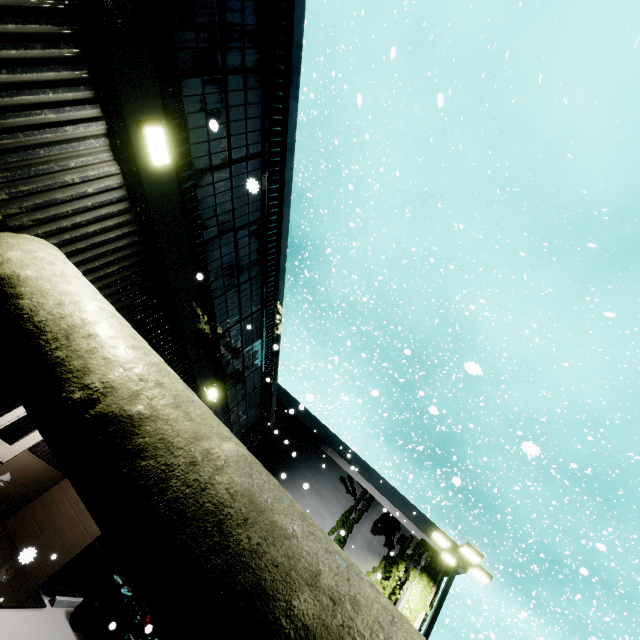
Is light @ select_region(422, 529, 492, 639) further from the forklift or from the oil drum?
the oil drum

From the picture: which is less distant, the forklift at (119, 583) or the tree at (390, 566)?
the forklift at (119, 583)

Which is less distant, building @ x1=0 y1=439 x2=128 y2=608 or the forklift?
building @ x1=0 y1=439 x2=128 y2=608

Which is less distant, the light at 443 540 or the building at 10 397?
the building at 10 397

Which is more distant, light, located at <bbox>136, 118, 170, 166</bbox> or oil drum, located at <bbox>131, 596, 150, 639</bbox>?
oil drum, located at <bbox>131, 596, 150, 639</bbox>

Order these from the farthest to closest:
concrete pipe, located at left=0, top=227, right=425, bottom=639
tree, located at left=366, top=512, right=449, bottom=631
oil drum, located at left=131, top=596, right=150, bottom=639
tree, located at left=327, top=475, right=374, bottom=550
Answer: tree, located at left=327, top=475, right=374, bottom=550
tree, located at left=366, top=512, right=449, bottom=631
oil drum, located at left=131, top=596, right=150, bottom=639
concrete pipe, located at left=0, top=227, right=425, bottom=639

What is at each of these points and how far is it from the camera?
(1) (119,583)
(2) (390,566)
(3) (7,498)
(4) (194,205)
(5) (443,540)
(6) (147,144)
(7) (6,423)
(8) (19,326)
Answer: (1) forklift, 8.7 meters
(2) tree, 14.7 meters
(3) building, 8.0 meters
(4) building, 5.0 meters
(5) light, 13.6 meters
(6) light, 3.9 meters
(7) door, 6.9 meters
(8) concrete pipe, 2.7 meters

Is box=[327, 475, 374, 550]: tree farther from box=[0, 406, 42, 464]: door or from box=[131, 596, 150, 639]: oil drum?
box=[0, 406, 42, 464]: door
